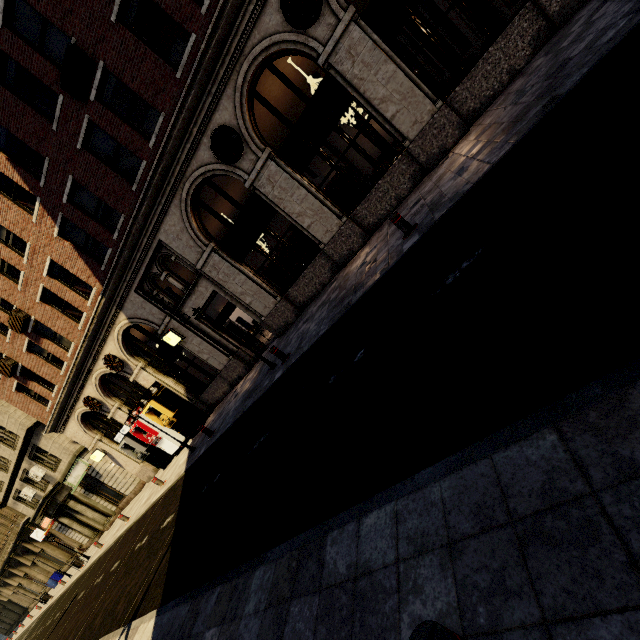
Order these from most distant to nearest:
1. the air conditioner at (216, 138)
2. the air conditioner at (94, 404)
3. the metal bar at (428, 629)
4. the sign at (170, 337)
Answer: the air conditioner at (94, 404) → the sign at (170, 337) → the air conditioner at (216, 138) → the metal bar at (428, 629)

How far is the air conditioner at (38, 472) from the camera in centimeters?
2258cm

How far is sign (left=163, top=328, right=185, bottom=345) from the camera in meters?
13.7 m

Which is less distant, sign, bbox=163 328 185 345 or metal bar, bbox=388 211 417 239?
metal bar, bbox=388 211 417 239

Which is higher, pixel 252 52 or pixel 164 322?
pixel 252 52

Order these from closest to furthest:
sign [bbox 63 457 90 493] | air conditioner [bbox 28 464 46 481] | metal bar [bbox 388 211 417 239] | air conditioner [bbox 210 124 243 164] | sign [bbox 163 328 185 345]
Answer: metal bar [bbox 388 211 417 239]
air conditioner [bbox 210 124 243 164]
sign [bbox 163 328 185 345]
sign [bbox 63 457 90 493]
air conditioner [bbox 28 464 46 481]

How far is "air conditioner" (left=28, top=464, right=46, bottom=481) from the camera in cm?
2258

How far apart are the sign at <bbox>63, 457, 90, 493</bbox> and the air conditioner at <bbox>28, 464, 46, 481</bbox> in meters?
1.3
